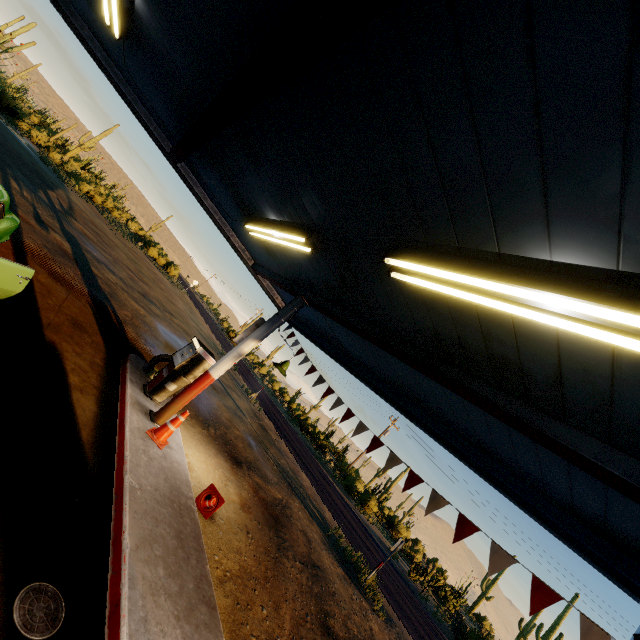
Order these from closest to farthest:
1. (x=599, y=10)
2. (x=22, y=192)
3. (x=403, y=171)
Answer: (x=599, y=10) < (x=403, y=171) < (x=22, y=192)

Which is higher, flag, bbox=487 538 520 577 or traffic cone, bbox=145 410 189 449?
flag, bbox=487 538 520 577

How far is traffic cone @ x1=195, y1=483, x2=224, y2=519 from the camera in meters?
5.7 m

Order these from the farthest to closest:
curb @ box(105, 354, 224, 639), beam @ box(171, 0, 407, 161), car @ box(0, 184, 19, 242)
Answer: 1. car @ box(0, 184, 19, 242)
2. curb @ box(105, 354, 224, 639)
3. beam @ box(171, 0, 407, 161)

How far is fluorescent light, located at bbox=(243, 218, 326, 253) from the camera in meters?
4.5 m

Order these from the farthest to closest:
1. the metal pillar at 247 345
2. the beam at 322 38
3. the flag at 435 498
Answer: the metal pillar at 247 345 → the flag at 435 498 → the beam at 322 38

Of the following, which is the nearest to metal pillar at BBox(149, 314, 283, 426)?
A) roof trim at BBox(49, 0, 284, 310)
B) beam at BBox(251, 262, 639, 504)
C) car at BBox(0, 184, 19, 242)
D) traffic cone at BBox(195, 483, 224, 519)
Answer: beam at BBox(251, 262, 639, 504)

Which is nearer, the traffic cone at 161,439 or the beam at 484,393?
the beam at 484,393
